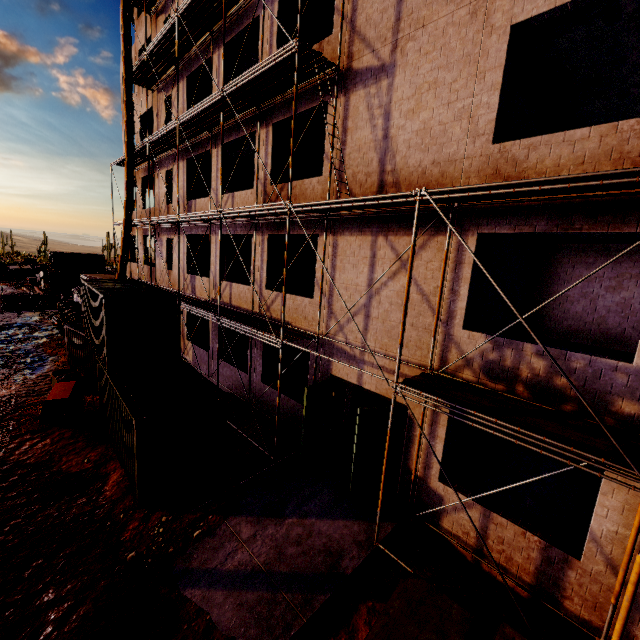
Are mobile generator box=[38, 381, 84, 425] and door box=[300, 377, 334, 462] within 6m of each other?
no

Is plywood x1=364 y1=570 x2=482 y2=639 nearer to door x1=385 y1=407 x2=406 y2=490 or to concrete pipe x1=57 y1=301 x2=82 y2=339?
door x1=385 y1=407 x2=406 y2=490

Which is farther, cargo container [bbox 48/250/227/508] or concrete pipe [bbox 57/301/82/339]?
concrete pipe [bbox 57/301/82/339]

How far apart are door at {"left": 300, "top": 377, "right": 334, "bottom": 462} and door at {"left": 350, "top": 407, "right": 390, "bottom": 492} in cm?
177

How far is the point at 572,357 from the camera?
6.1 meters

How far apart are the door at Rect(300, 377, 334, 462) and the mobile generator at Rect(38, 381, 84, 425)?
8.6m

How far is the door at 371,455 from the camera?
8.6m

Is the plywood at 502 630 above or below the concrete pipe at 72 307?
below
